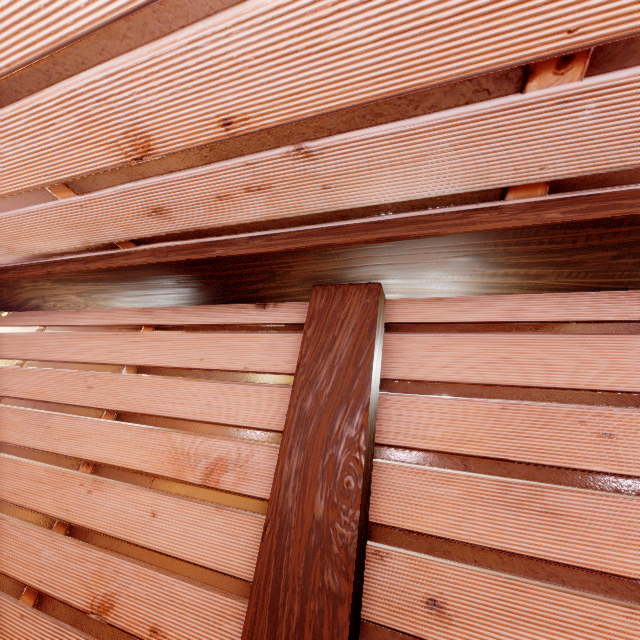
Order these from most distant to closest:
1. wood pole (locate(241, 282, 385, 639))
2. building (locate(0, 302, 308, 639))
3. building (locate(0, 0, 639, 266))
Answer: building (locate(0, 302, 308, 639)) → wood pole (locate(241, 282, 385, 639)) → building (locate(0, 0, 639, 266))

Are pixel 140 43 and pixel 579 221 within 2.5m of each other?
no

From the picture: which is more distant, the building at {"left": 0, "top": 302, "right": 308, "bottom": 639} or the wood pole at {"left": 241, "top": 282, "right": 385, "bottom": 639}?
the building at {"left": 0, "top": 302, "right": 308, "bottom": 639}

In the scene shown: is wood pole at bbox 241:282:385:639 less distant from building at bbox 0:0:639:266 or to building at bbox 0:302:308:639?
building at bbox 0:302:308:639

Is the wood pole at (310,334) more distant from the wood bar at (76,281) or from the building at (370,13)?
the building at (370,13)

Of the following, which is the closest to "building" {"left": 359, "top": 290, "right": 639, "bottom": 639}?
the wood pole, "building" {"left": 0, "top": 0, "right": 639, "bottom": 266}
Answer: the wood pole

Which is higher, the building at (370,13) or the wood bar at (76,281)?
the building at (370,13)
